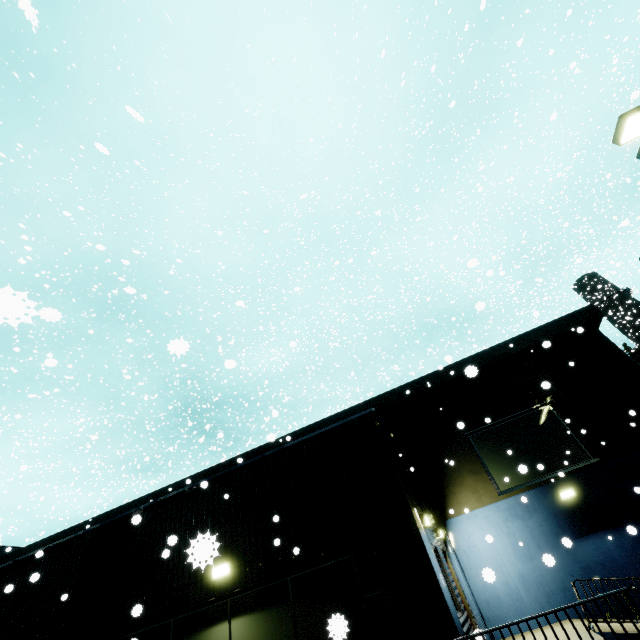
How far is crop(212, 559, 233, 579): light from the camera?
7.1 meters

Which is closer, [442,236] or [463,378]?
[463,378]

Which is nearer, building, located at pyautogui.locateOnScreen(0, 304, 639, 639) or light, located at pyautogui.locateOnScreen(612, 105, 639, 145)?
building, located at pyautogui.locateOnScreen(0, 304, 639, 639)

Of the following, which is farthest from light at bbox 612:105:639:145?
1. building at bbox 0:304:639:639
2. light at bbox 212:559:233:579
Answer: light at bbox 212:559:233:579

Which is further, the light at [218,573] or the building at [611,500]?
the light at [218,573]

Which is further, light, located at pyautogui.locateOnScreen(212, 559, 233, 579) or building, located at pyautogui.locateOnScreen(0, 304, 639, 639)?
light, located at pyautogui.locateOnScreen(212, 559, 233, 579)

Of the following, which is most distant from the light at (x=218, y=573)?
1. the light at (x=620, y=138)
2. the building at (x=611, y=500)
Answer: the light at (x=620, y=138)
